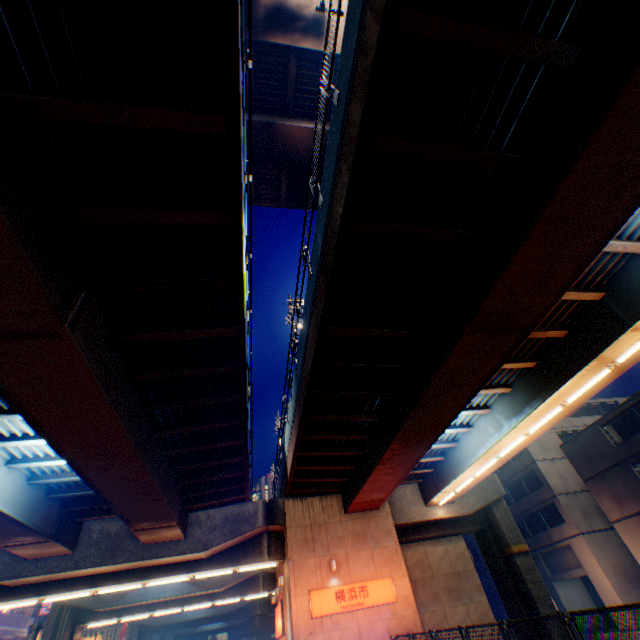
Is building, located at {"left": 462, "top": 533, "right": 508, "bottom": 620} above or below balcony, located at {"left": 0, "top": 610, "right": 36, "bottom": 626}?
below

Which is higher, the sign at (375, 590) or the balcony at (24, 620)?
the balcony at (24, 620)

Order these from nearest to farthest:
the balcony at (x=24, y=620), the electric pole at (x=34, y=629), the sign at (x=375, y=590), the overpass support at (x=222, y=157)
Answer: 1. the overpass support at (x=222, y=157)
2. the sign at (x=375, y=590)
3. the electric pole at (x=34, y=629)
4. the balcony at (x=24, y=620)

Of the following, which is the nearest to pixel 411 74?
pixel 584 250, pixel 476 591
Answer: pixel 584 250

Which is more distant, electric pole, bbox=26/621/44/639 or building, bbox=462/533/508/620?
building, bbox=462/533/508/620

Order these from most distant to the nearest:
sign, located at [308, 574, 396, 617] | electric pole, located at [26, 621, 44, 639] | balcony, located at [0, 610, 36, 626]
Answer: balcony, located at [0, 610, 36, 626], electric pole, located at [26, 621, 44, 639], sign, located at [308, 574, 396, 617]

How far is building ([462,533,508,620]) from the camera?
35.3 meters

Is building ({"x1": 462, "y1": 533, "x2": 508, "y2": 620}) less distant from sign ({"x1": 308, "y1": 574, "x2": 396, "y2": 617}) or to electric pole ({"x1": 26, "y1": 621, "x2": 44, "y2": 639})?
sign ({"x1": 308, "y1": 574, "x2": 396, "y2": 617})
